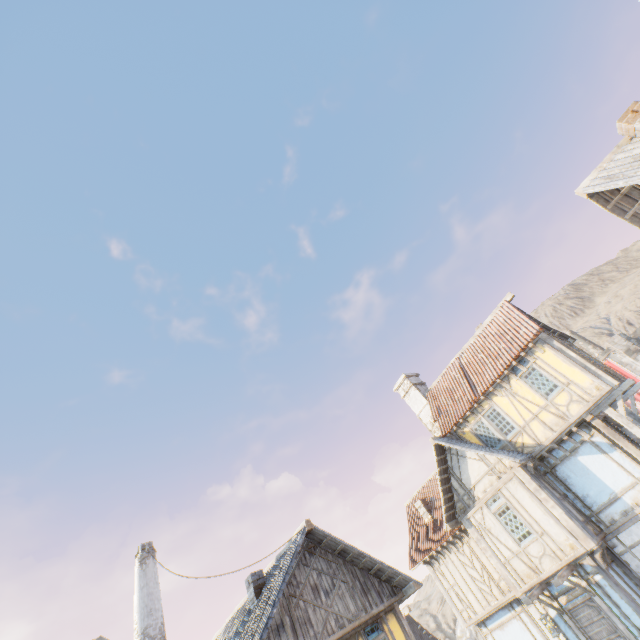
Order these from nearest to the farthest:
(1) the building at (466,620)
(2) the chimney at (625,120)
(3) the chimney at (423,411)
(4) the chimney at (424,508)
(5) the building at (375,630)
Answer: (2) the chimney at (625,120)
(5) the building at (375,630)
(1) the building at (466,620)
(4) the chimney at (424,508)
(3) the chimney at (423,411)

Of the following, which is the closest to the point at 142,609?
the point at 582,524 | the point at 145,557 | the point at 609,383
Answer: the point at 145,557

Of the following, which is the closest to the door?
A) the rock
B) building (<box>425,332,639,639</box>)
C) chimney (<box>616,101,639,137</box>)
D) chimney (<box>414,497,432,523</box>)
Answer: building (<box>425,332,639,639</box>)

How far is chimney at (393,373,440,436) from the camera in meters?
18.6 m

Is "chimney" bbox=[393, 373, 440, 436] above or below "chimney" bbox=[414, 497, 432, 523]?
above

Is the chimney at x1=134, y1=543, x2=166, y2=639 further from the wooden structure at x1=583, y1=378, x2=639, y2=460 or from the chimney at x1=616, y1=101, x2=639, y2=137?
the chimney at x1=616, y1=101, x2=639, y2=137

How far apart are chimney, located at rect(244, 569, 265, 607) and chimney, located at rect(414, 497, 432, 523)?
10.4 meters

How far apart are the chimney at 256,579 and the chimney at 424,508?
10.42m
